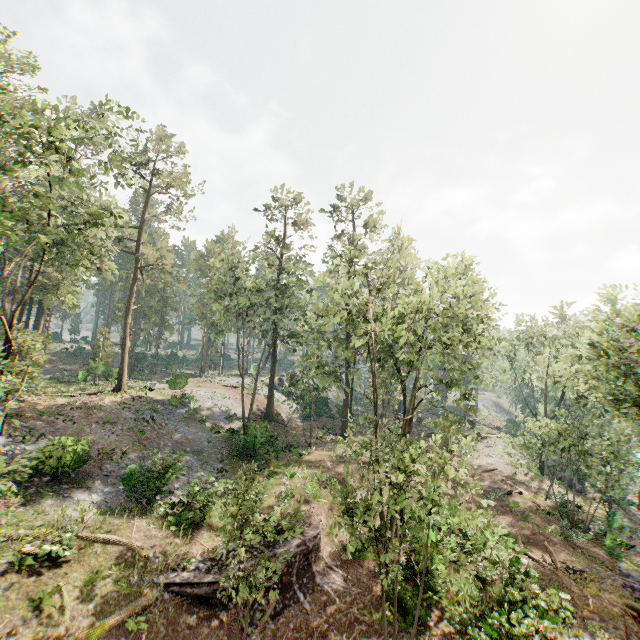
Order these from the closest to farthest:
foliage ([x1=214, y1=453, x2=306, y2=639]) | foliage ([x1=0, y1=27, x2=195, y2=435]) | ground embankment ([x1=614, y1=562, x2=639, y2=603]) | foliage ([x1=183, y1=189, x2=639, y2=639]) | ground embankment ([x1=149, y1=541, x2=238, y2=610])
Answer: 1. foliage ([x1=214, y1=453, x2=306, y2=639])
2. foliage ([x1=183, y1=189, x2=639, y2=639])
3. foliage ([x1=0, y1=27, x2=195, y2=435])
4. ground embankment ([x1=149, y1=541, x2=238, y2=610])
5. ground embankment ([x1=614, y1=562, x2=639, y2=603])

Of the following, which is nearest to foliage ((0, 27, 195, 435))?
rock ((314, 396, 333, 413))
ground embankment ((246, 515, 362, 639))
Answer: rock ((314, 396, 333, 413))

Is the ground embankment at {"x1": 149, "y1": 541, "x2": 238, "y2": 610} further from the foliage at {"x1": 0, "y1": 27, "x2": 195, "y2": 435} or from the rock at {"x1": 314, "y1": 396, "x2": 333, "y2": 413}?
the rock at {"x1": 314, "y1": 396, "x2": 333, "y2": 413}

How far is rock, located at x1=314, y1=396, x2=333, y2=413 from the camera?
46.8m

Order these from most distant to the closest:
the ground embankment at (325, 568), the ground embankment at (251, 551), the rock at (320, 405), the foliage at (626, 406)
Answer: the rock at (320, 405) < the ground embankment at (251, 551) < the ground embankment at (325, 568) < the foliage at (626, 406)

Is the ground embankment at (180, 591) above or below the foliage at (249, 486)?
below

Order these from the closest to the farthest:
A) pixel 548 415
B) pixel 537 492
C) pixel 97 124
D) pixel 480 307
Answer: pixel 97 124 → pixel 480 307 → pixel 537 492 → pixel 548 415

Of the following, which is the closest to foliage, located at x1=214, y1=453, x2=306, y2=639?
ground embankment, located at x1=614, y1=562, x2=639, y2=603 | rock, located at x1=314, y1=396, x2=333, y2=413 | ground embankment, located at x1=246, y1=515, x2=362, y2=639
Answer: ground embankment, located at x1=614, y1=562, x2=639, y2=603
